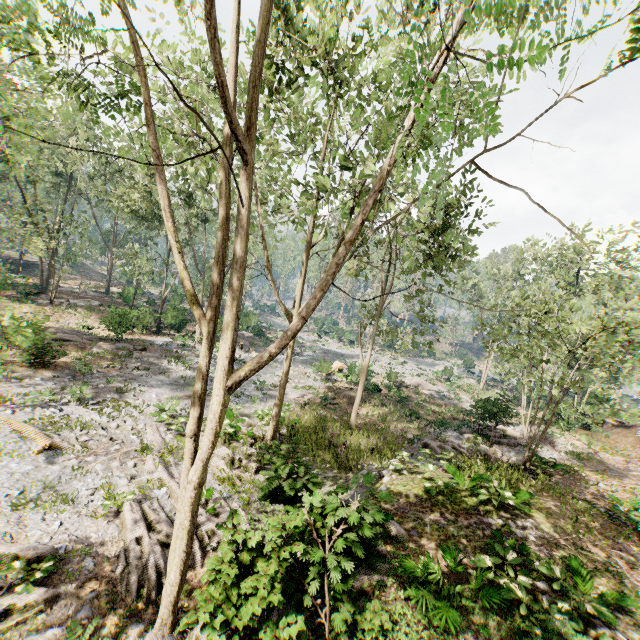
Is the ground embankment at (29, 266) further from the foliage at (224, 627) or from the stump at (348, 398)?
the stump at (348, 398)

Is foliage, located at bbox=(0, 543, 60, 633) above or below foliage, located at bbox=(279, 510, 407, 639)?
below

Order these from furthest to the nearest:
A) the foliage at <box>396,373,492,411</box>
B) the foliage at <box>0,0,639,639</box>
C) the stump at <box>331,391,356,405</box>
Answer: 1. the stump at <box>331,391,356,405</box>
2. the foliage at <box>396,373,492,411</box>
3. the foliage at <box>0,0,639,639</box>

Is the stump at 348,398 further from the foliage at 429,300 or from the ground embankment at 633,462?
the ground embankment at 633,462

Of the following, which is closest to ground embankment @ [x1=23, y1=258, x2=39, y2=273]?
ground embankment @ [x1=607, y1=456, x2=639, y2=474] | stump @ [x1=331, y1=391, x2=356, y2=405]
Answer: stump @ [x1=331, y1=391, x2=356, y2=405]

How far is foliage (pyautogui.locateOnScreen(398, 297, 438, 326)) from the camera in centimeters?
1822cm

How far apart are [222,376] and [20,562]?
7.0m

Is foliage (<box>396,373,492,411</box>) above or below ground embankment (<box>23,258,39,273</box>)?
below
